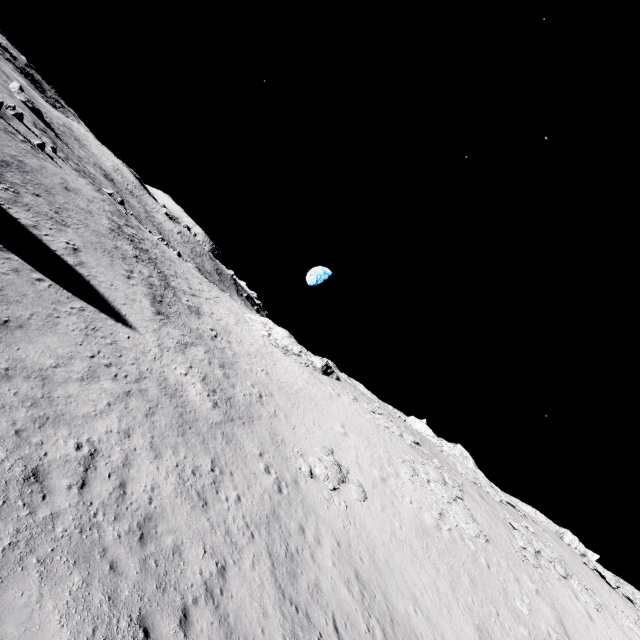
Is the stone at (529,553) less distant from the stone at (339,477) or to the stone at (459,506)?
the stone at (459,506)

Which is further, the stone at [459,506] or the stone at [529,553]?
the stone at [529,553]

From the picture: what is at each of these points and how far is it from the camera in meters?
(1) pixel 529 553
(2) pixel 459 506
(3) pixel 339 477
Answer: (1) stone, 26.2
(2) stone, 25.8
(3) stone, 20.2

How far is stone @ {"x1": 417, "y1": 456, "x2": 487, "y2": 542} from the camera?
23.7m

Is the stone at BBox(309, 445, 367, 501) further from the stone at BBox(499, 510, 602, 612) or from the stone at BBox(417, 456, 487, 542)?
the stone at BBox(499, 510, 602, 612)

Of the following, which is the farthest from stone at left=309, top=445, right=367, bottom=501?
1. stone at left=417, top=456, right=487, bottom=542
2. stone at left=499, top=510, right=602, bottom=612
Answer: stone at left=499, top=510, right=602, bottom=612

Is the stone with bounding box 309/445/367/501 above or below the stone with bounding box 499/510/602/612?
below
